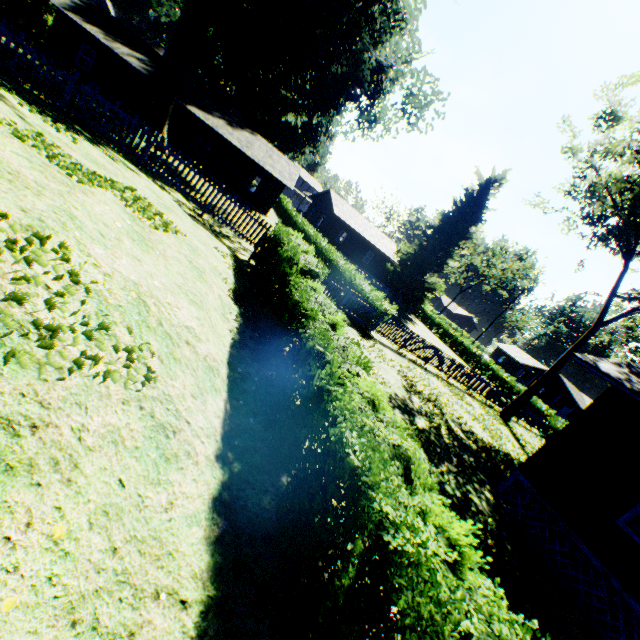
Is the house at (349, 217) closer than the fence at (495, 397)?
No

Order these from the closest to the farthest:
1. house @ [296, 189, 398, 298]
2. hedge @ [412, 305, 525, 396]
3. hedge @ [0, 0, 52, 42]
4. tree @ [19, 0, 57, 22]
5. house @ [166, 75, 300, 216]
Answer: hedge @ [0, 0, 52, 42] < house @ [166, 75, 300, 216] < tree @ [19, 0, 57, 22] < hedge @ [412, 305, 525, 396] < house @ [296, 189, 398, 298]

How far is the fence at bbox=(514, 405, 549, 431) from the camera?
25.8m

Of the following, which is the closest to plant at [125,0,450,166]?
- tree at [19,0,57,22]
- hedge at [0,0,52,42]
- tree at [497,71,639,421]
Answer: tree at [19,0,57,22]

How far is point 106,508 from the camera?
2.54m

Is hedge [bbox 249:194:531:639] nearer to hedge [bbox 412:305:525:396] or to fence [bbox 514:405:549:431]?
fence [bbox 514:405:549:431]

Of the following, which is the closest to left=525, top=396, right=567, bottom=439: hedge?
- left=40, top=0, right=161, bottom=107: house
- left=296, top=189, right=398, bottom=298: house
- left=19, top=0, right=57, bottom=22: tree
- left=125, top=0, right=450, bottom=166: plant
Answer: left=296, top=189, right=398, bottom=298: house

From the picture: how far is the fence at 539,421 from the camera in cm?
2579
